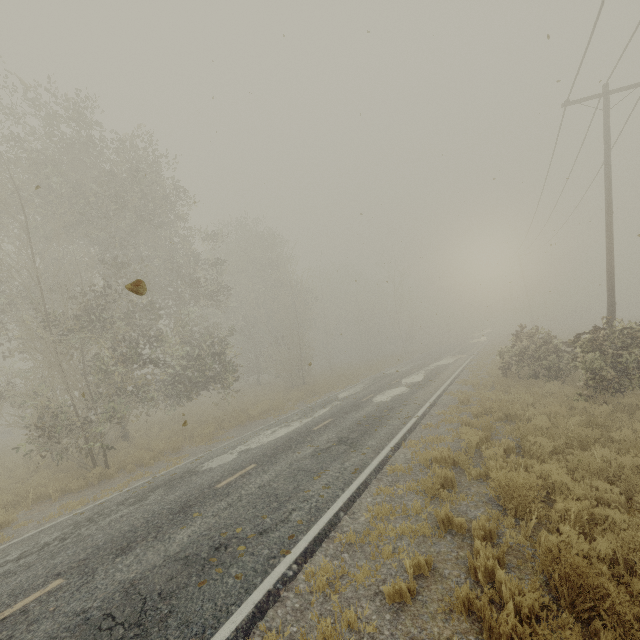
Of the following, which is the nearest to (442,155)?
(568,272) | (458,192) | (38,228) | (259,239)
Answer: (458,192)
